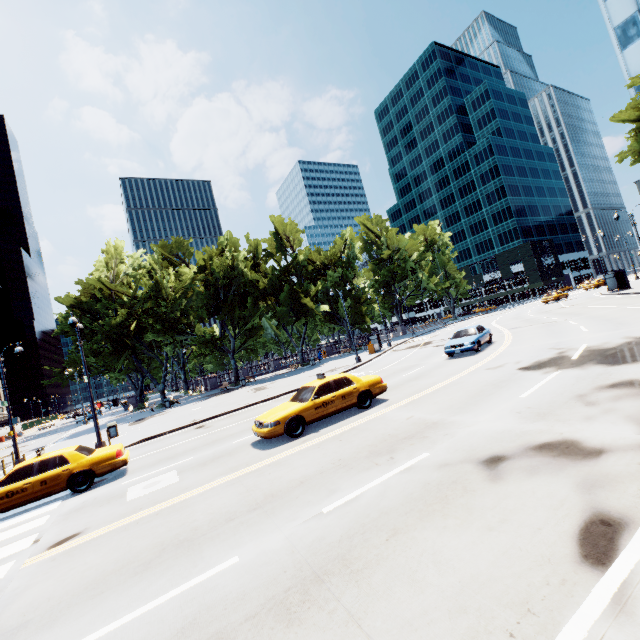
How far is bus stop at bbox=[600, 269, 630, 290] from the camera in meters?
35.4 m

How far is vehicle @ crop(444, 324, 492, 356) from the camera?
18.4 meters

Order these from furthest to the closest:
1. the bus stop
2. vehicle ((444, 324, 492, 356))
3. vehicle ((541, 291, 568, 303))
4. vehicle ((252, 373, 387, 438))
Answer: vehicle ((541, 291, 568, 303))
the bus stop
vehicle ((444, 324, 492, 356))
vehicle ((252, 373, 387, 438))

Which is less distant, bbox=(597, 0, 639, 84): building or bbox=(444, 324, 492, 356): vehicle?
bbox=(444, 324, 492, 356): vehicle

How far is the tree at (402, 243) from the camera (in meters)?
57.64

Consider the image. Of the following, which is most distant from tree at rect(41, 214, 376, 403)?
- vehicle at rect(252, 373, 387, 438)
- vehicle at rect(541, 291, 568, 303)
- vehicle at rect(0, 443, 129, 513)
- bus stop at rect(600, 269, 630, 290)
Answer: vehicle at rect(252, 373, 387, 438)

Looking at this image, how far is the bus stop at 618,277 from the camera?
35.4m

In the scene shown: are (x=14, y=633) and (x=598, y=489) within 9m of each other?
yes
